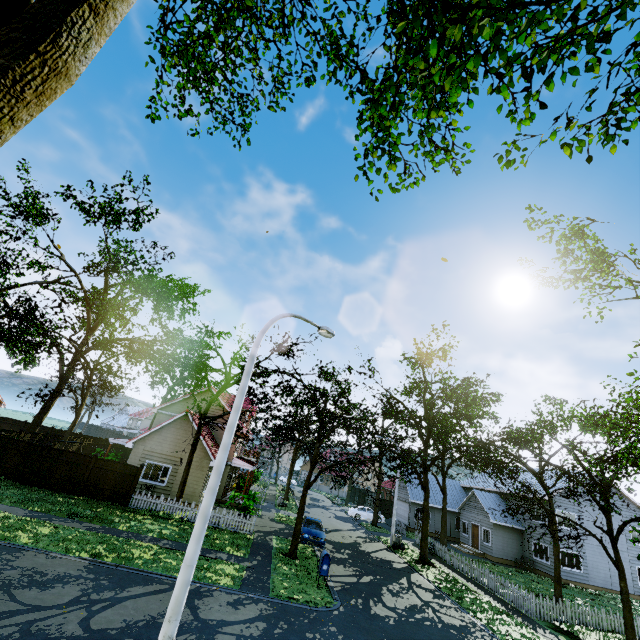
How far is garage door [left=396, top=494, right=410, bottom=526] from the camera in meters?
38.5 m

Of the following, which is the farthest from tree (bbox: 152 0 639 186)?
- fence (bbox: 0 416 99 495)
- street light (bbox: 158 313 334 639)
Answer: street light (bbox: 158 313 334 639)

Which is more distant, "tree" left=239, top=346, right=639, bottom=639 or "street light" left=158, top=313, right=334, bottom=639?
"tree" left=239, top=346, right=639, bottom=639

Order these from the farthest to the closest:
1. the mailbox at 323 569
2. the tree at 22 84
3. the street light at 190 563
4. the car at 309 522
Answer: the car at 309 522, the mailbox at 323 569, the street light at 190 563, the tree at 22 84

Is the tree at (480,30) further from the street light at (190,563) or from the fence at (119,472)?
the street light at (190,563)

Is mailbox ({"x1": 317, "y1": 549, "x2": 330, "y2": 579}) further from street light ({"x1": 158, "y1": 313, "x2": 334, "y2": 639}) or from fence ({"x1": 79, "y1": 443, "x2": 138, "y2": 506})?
street light ({"x1": 158, "y1": 313, "x2": 334, "y2": 639})

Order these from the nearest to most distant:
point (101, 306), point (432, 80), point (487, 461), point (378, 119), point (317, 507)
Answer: point (378, 119), point (432, 80), point (487, 461), point (101, 306), point (317, 507)

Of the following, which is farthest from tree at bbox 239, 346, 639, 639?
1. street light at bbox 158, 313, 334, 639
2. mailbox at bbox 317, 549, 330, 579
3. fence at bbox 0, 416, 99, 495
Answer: street light at bbox 158, 313, 334, 639
